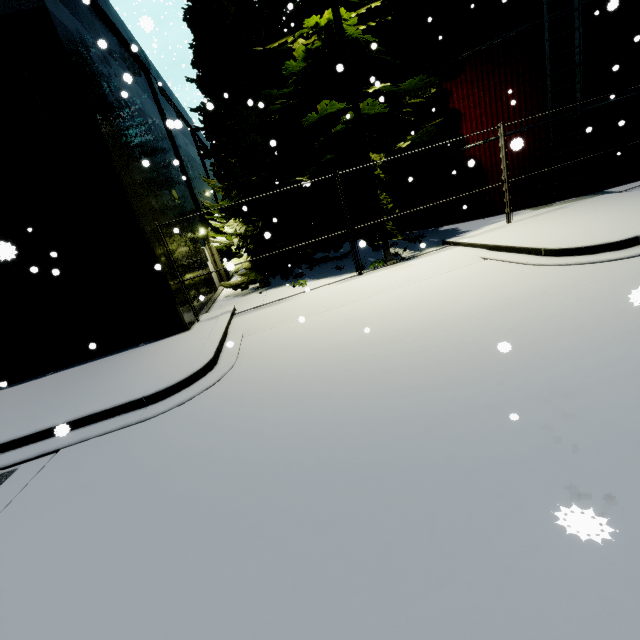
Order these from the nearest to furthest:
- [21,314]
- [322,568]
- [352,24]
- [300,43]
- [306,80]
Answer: [322,568] < [21,314] < [352,24] < [300,43] < [306,80]

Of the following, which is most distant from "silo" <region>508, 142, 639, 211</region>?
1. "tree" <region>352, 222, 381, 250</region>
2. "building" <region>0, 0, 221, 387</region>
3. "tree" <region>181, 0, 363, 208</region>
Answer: "tree" <region>181, 0, 363, 208</region>

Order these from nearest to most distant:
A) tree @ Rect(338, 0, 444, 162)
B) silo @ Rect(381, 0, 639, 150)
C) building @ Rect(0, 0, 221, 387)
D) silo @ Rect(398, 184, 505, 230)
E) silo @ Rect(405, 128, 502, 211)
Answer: building @ Rect(0, 0, 221, 387)
tree @ Rect(338, 0, 444, 162)
silo @ Rect(381, 0, 639, 150)
silo @ Rect(405, 128, 502, 211)
silo @ Rect(398, 184, 505, 230)

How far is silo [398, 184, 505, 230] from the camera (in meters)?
13.32

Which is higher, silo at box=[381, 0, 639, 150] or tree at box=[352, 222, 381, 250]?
silo at box=[381, 0, 639, 150]

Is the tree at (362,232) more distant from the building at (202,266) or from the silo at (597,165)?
the building at (202,266)

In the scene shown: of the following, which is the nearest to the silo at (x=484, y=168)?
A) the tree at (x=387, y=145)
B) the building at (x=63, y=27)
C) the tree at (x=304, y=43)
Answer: the building at (x=63, y=27)

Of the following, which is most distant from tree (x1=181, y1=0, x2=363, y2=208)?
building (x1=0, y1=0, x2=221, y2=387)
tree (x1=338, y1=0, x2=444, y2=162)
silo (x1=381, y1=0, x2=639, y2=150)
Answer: silo (x1=381, y1=0, x2=639, y2=150)
